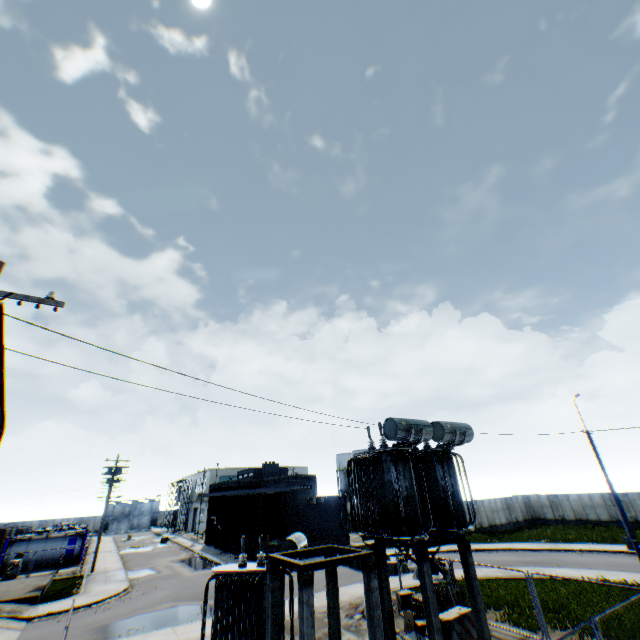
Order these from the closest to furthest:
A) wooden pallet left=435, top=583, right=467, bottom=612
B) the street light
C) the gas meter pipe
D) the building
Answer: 1. wooden pallet left=435, top=583, right=467, bottom=612
2. the street light
3. the gas meter pipe
4. the building

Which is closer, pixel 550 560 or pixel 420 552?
pixel 420 552

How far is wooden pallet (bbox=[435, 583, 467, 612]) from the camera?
13.78m

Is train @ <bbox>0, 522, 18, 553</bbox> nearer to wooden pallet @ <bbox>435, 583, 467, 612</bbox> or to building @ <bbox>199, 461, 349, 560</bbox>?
building @ <bbox>199, 461, 349, 560</bbox>

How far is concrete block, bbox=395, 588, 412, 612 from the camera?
15.00m

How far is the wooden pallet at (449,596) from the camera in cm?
1378

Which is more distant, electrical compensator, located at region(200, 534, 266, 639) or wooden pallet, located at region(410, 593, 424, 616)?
wooden pallet, located at region(410, 593, 424, 616)
